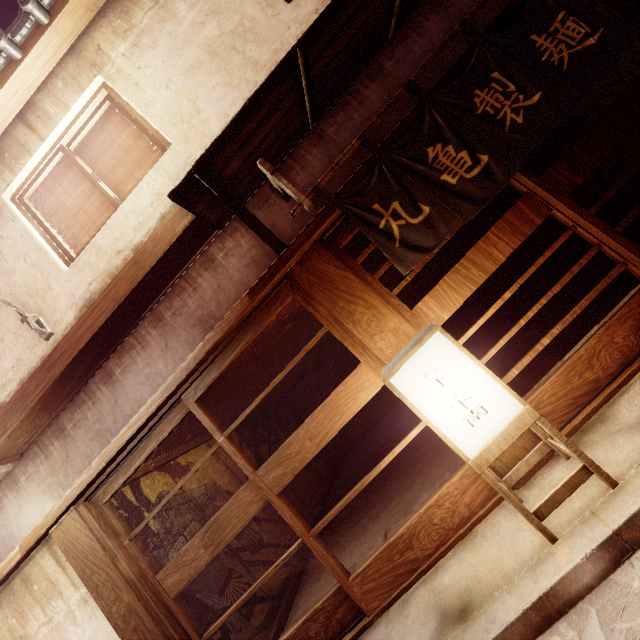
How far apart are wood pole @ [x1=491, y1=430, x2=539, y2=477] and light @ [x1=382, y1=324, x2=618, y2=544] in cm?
18

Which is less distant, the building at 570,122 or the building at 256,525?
the building at 256,525

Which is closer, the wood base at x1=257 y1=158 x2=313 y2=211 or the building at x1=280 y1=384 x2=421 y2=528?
the wood base at x1=257 y1=158 x2=313 y2=211

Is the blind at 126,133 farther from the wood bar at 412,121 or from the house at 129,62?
the wood bar at 412,121

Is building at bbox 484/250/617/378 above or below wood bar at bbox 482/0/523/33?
below

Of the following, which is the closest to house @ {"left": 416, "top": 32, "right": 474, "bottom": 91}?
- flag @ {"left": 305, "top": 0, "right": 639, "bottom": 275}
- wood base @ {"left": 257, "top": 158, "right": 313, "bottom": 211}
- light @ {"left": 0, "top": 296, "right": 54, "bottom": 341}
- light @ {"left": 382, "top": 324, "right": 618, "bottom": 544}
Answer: wood base @ {"left": 257, "top": 158, "right": 313, "bottom": 211}

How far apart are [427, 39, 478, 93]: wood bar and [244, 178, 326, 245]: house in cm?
23

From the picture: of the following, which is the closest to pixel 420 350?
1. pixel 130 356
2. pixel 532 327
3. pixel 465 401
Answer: pixel 465 401
